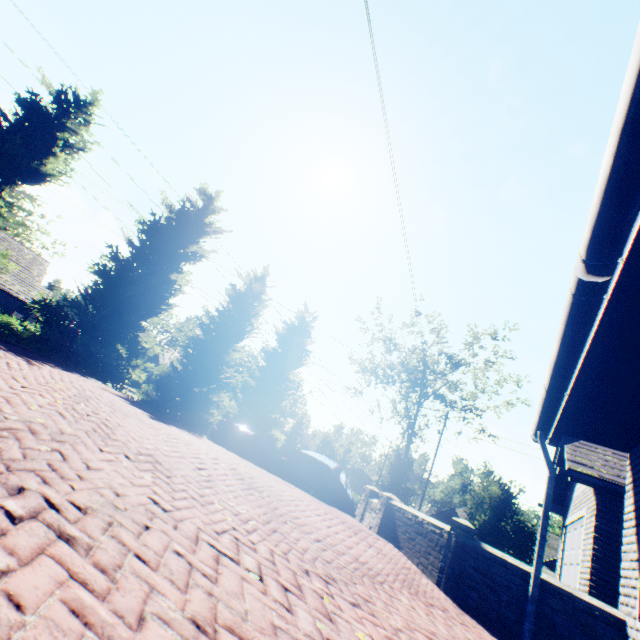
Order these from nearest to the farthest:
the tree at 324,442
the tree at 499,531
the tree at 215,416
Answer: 1. the tree at 215,416
2. the tree at 499,531
3. the tree at 324,442

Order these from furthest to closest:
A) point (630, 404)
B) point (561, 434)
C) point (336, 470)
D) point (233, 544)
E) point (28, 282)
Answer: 1. point (28, 282)
2. point (336, 470)
3. point (561, 434)
4. point (630, 404)
5. point (233, 544)

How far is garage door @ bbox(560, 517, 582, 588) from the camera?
8.2 meters

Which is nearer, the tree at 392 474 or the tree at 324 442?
the tree at 392 474

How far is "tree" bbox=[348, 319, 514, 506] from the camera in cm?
2848

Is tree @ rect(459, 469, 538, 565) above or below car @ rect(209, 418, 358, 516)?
above

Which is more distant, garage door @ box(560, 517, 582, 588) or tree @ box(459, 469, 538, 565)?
tree @ box(459, 469, 538, 565)

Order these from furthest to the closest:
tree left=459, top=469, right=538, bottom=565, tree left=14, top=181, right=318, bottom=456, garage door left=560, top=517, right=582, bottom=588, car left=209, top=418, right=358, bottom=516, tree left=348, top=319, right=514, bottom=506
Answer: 1. tree left=348, top=319, right=514, bottom=506
2. tree left=459, top=469, right=538, bottom=565
3. tree left=14, top=181, right=318, bottom=456
4. car left=209, top=418, right=358, bottom=516
5. garage door left=560, top=517, right=582, bottom=588
